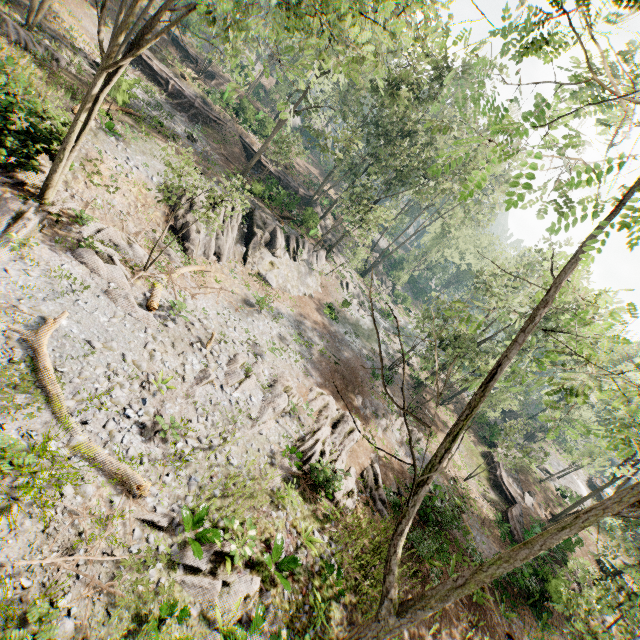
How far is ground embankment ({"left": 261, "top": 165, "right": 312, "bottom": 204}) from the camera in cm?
3162

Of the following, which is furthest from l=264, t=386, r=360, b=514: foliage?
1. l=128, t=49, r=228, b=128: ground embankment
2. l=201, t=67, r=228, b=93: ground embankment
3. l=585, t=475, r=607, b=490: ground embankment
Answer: l=128, t=49, r=228, b=128: ground embankment

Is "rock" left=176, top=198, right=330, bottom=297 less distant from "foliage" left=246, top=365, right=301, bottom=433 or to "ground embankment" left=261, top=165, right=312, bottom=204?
"foliage" left=246, top=365, right=301, bottom=433

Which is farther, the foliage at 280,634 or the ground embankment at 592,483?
the ground embankment at 592,483

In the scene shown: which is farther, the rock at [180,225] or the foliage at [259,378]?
the rock at [180,225]

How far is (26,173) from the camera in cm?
1422

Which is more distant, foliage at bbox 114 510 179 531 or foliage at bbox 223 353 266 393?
foliage at bbox 223 353 266 393

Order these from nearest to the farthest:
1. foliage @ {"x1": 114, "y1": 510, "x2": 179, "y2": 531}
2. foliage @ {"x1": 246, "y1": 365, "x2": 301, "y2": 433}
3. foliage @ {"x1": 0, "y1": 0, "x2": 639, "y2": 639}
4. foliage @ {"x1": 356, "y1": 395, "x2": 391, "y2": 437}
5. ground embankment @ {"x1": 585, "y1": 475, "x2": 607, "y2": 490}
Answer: foliage @ {"x1": 0, "y1": 0, "x2": 639, "y2": 639}
foliage @ {"x1": 114, "y1": 510, "x2": 179, "y2": 531}
foliage @ {"x1": 246, "y1": 365, "x2": 301, "y2": 433}
foliage @ {"x1": 356, "y1": 395, "x2": 391, "y2": 437}
ground embankment @ {"x1": 585, "y1": 475, "x2": 607, "y2": 490}
